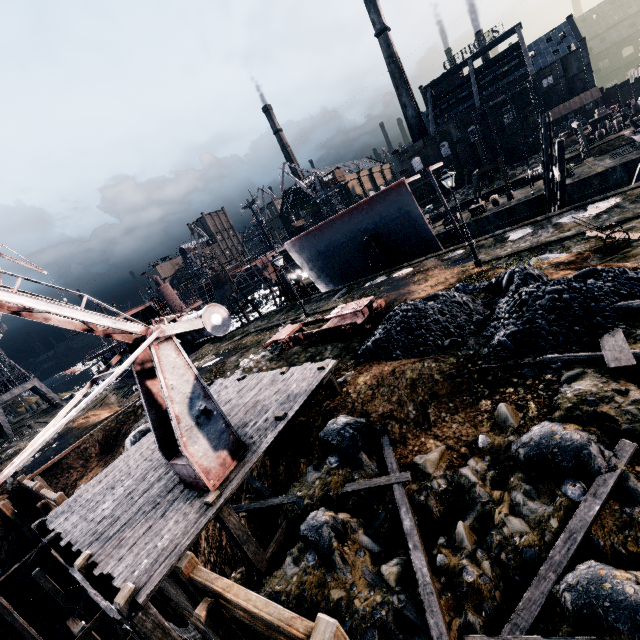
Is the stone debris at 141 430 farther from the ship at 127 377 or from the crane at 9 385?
the crane at 9 385

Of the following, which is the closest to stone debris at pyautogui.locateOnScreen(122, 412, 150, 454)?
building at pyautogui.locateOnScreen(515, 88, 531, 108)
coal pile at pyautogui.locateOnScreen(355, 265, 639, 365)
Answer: coal pile at pyautogui.locateOnScreen(355, 265, 639, 365)

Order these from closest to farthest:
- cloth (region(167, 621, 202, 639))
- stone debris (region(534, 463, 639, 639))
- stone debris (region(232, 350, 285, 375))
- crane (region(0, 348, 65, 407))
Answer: stone debris (region(534, 463, 639, 639)) < cloth (region(167, 621, 202, 639)) < stone debris (region(232, 350, 285, 375)) < crane (region(0, 348, 65, 407))

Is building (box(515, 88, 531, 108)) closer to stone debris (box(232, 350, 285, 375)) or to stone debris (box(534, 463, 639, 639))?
stone debris (box(534, 463, 639, 639))

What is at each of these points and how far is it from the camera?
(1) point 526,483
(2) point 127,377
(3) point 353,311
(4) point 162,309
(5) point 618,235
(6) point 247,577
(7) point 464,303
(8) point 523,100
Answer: (1) stone debris, 7.0 meters
(2) ship, 50.8 meters
(3) rail car base, 17.4 meters
(4) ship, 53.5 meters
(5) wheelbarrow, 13.2 meters
(6) stone debris, 9.2 meters
(7) coal pile, 13.8 meters
(8) building, 57.6 meters

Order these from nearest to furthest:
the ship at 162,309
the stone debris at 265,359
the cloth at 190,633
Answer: the cloth at 190,633
the stone debris at 265,359
the ship at 162,309

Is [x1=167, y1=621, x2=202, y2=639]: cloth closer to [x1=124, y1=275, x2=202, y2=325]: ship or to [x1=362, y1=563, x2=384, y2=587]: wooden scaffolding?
[x1=362, y1=563, x2=384, y2=587]: wooden scaffolding

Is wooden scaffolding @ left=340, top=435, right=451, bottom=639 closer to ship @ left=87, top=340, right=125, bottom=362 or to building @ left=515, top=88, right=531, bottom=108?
building @ left=515, top=88, right=531, bottom=108
